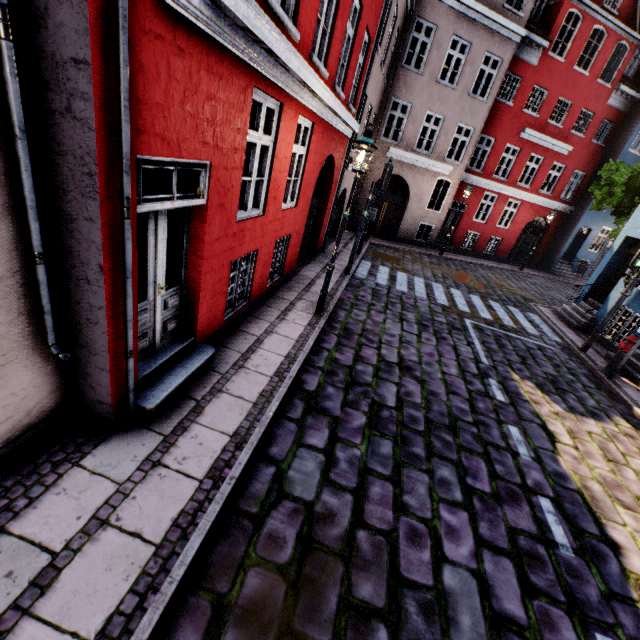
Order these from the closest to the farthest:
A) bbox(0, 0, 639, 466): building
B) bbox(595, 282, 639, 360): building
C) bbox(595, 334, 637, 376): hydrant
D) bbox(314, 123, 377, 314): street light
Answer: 1. bbox(0, 0, 639, 466): building
2. bbox(314, 123, 377, 314): street light
3. bbox(595, 334, 637, 376): hydrant
4. bbox(595, 282, 639, 360): building

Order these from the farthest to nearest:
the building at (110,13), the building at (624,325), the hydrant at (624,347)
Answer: the building at (624,325) < the hydrant at (624,347) < the building at (110,13)

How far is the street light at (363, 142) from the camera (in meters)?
5.93

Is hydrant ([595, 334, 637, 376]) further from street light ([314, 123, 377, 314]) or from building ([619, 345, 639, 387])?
street light ([314, 123, 377, 314])

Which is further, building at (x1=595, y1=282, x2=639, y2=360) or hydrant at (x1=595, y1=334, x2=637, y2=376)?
building at (x1=595, y1=282, x2=639, y2=360)

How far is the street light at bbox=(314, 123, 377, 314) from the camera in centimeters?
593cm

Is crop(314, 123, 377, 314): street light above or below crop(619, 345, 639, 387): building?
above

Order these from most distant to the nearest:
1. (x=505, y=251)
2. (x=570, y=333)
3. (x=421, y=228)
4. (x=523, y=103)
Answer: (x=505, y=251) → (x=421, y=228) → (x=523, y=103) → (x=570, y=333)
